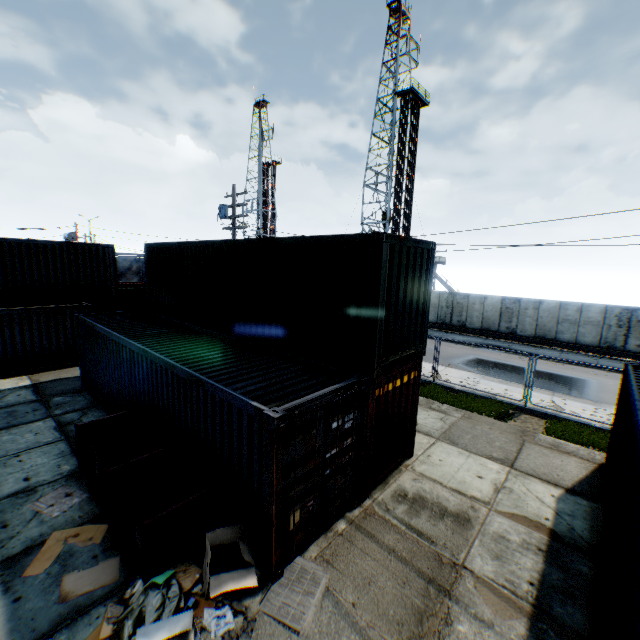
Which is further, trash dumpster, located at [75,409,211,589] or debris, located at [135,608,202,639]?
trash dumpster, located at [75,409,211,589]

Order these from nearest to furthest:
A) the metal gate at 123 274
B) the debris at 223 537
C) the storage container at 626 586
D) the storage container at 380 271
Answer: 1. the storage container at 626 586
2. the debris at 223 537
3. the storage container at 380 271
4. the metal gate at 123 274

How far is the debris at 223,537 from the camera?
4.93m

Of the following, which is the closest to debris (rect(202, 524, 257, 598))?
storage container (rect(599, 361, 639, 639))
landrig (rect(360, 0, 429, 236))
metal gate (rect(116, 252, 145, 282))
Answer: storage container (rect(599, 361, 639, 639))

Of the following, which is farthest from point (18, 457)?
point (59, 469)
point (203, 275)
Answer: point (203, 275)

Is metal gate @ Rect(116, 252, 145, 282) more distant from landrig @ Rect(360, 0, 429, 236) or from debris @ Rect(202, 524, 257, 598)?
debris @ Rect(202, 524, 257, 598)

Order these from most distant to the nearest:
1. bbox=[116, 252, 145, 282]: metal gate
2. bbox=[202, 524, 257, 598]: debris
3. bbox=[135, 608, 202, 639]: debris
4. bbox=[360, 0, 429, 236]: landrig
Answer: bbox=[116, 252, 145, 282]: metal gate, bbox=[360, 0, 429, 236]: landrig, bbox=[202, 524, 257, 598]: debris, bbox=[135, 608, 202, 639]: debris

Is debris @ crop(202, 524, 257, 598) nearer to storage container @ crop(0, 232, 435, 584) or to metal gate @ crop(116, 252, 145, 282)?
storage container @ crop(0, 232, 435, 584)
